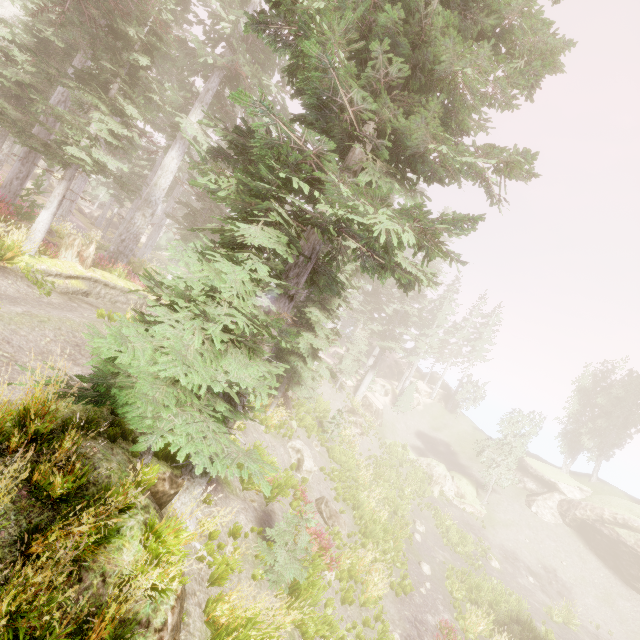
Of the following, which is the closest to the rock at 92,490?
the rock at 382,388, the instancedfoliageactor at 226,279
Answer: the instancedfoliageactor at 226,279

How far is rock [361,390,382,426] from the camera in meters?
34.7

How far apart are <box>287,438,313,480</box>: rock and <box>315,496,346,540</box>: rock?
0.83m

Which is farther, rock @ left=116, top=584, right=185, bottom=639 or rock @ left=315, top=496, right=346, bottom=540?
rock @ left=315, top=496, right=346, bottom=540

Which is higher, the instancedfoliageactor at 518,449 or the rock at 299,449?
the instancedfoliageactor at 518,449

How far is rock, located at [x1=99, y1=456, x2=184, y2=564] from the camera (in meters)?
3.96

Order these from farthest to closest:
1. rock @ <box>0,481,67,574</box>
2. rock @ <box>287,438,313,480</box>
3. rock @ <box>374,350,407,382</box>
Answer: rock @ <box>374,350,407,382</box> < rock @ <box>287,438,313,480</box> < rock @ <box>0,481,67,574</box>

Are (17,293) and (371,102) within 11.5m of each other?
→ yes
